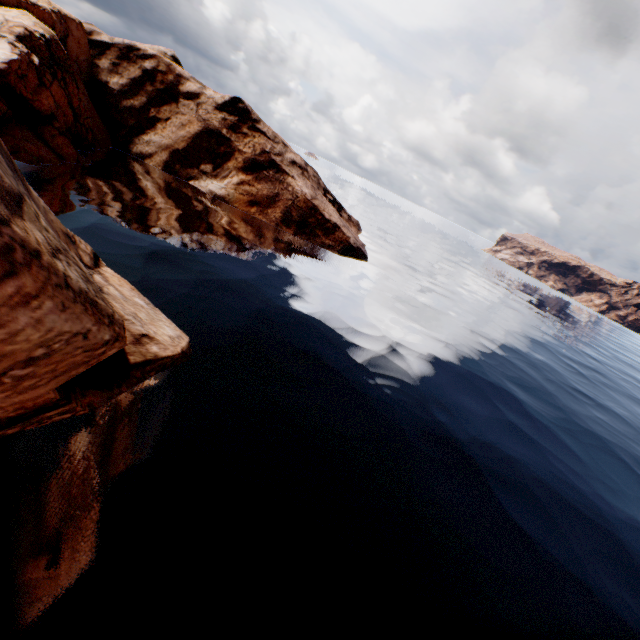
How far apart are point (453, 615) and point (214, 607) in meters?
6.3 m
